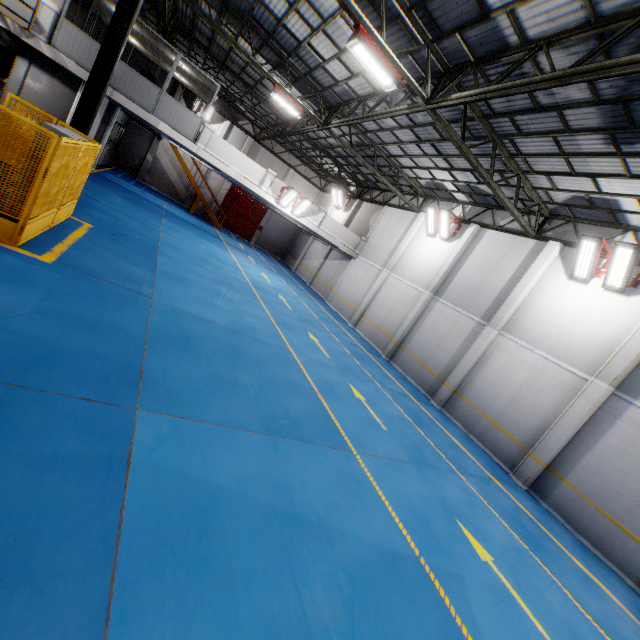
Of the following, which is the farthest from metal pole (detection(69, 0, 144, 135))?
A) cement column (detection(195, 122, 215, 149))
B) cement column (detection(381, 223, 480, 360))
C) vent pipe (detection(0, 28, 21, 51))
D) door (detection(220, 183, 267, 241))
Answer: door (detection(220, 183, 267, 241))

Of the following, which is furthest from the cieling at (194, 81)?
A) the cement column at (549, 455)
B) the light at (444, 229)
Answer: the cement column at (549, 455)

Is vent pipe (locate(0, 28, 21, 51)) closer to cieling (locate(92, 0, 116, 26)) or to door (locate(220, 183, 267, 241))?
cieling (locate(92, 0, 116, 26))

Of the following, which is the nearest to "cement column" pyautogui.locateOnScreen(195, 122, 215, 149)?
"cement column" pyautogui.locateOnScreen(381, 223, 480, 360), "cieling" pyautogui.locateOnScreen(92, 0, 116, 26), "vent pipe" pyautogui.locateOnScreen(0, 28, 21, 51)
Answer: "cieling" pyautogui.locateOnScreen(92, 0, 116, 26)

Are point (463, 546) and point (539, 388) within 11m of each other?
yes

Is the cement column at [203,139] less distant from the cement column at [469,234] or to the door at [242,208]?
the door at [242,208]

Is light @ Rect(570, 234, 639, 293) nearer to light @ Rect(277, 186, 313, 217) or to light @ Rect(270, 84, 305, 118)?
light @ Rect(270, 84, 305, 118)

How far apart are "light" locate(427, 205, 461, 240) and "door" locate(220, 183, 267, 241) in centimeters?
1873cm
